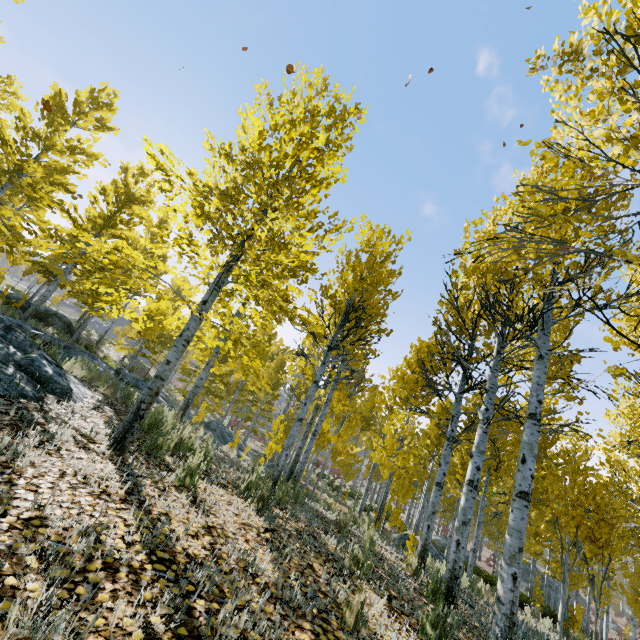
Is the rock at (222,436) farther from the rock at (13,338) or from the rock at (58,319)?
the rock at (13,338)

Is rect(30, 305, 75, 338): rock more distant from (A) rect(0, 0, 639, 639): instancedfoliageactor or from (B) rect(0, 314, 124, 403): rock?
(B) rect(0, 314, 124, 403): rock

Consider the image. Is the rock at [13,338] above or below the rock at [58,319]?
below

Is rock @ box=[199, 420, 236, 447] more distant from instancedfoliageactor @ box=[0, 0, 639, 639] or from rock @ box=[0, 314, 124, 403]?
rock @ box=[0, 314, 124, 403]

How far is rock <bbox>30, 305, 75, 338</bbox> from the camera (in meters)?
20.05

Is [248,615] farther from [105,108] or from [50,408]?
[105,108]

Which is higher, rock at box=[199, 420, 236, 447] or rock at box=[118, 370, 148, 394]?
rock at box=[118, 370, 148, 394]

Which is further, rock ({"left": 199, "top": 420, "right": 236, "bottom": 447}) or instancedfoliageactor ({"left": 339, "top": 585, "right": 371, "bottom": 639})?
A: rock ({"left": 199, "top": 420, "right": 236, "bottom": 447})
